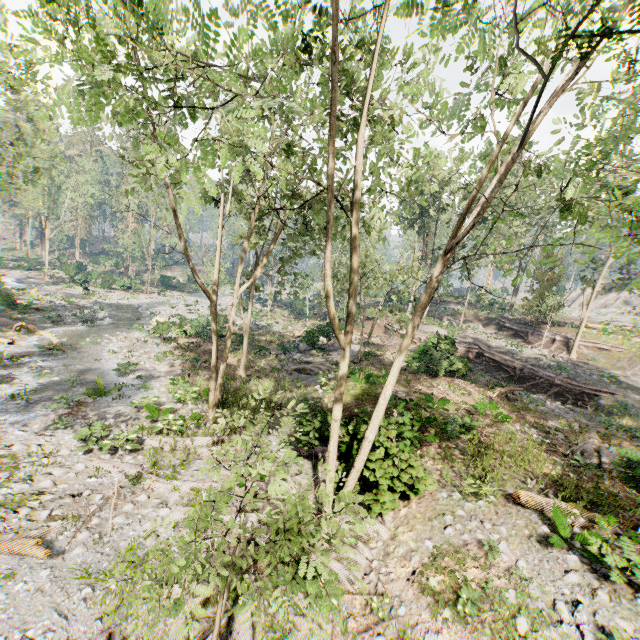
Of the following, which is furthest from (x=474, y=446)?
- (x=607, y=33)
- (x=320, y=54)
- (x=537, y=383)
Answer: (x=320, y=54)

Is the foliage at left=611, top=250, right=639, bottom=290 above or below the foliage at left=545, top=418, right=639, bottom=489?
above

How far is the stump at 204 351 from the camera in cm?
2538

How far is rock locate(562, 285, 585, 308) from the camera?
49.2 meters

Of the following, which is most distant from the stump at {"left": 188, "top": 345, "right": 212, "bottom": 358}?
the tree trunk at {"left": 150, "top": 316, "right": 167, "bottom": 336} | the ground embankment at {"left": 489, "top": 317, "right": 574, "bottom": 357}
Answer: the ground embankment at {"left": 489, "top": 317, "right": 574, "bottom": 357}

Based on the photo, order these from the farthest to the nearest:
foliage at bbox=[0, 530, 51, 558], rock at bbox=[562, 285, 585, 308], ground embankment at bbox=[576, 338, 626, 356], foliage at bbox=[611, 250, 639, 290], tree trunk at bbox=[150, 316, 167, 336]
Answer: rock at bbox=[562, 285, 585, 308] → ground embankment at bbox=[576, 338, 626, 356] → tree trunk at bbox=[150, 316, 167, 336] → foliage at bbox=[0, 530, 51, 558] → foliage at bbox=[611, 250, 639, 290]

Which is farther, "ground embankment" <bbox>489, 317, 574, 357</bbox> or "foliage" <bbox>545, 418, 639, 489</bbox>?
"ground embankment" <bbox>489, 317, 574, 357</bbox>

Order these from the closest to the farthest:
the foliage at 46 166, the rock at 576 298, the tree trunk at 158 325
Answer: the foliage at 46 166
the tree trunk at 158 325
the rock at 576 298
